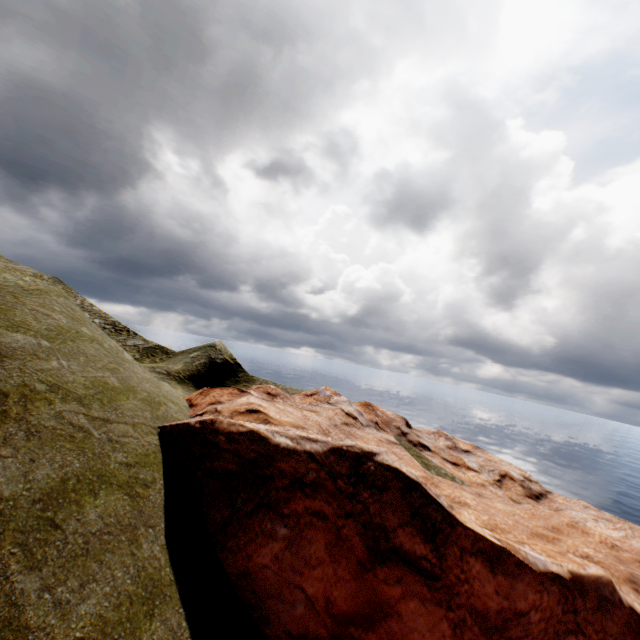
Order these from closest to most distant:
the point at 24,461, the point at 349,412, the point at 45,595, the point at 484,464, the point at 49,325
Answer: the point at 45,595 → the point at 24,461 → the point at 49,325 → the point at 349,412 → the point at 484,464
